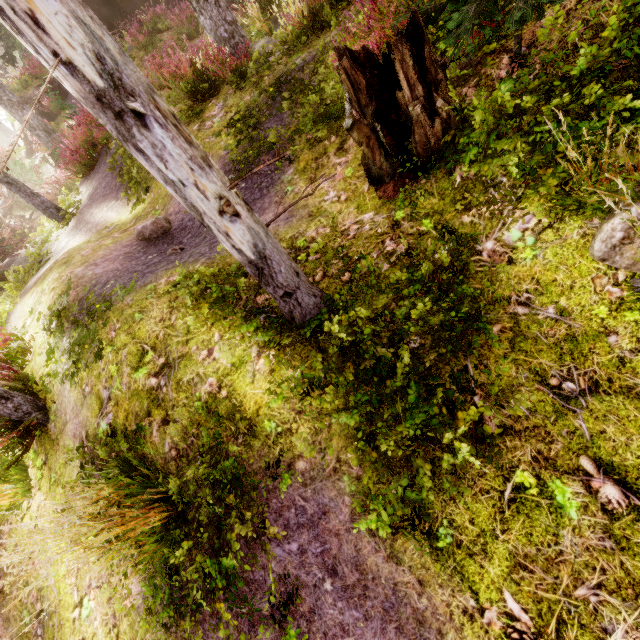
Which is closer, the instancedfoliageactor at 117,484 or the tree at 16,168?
the instancedfoliageactor at 117,484

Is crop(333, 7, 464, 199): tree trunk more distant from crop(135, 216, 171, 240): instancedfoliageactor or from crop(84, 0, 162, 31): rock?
crop(84, 0, 162, 31): rock

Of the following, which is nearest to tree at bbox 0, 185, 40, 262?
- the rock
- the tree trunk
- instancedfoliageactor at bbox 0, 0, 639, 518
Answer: instancedfoliageactor at bbox 0, 0, 639, 518

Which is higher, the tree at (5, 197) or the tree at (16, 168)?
the tree at (16, 168)

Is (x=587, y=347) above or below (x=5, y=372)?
below

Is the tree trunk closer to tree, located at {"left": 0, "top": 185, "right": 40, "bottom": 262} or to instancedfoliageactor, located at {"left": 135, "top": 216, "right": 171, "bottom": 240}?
instancedfoliageactor, located at {"left": 135, "top": 216, "right": 171, "bottom": 240}

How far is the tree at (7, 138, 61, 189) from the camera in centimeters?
1152cm
